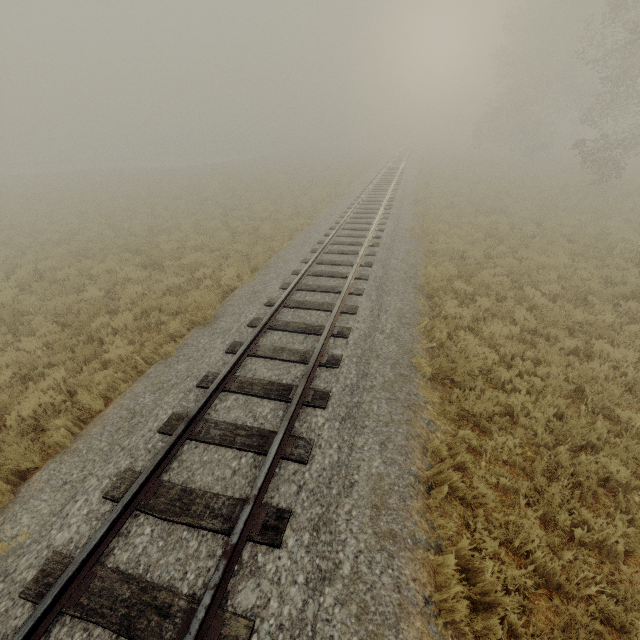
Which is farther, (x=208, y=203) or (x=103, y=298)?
(x=208, y=203)
